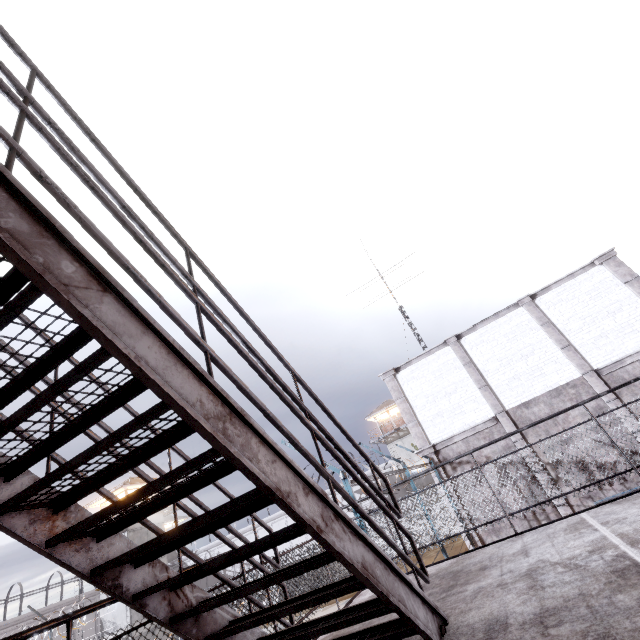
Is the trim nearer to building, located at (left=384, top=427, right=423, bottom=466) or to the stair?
the stair

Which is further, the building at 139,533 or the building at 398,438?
the building at 398,438

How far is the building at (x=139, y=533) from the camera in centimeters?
3038cm

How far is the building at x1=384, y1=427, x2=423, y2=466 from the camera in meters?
38.2 m

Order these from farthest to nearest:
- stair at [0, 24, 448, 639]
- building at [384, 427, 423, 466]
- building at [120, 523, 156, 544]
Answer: building at [384, 427, 423, 466] < building at [120, 523, 156, 544] < stair at [0, 24, 448, 639]

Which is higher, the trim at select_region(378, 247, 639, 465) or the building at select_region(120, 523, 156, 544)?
the building at select_region(120, 523, 156, 544)

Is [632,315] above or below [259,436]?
above
